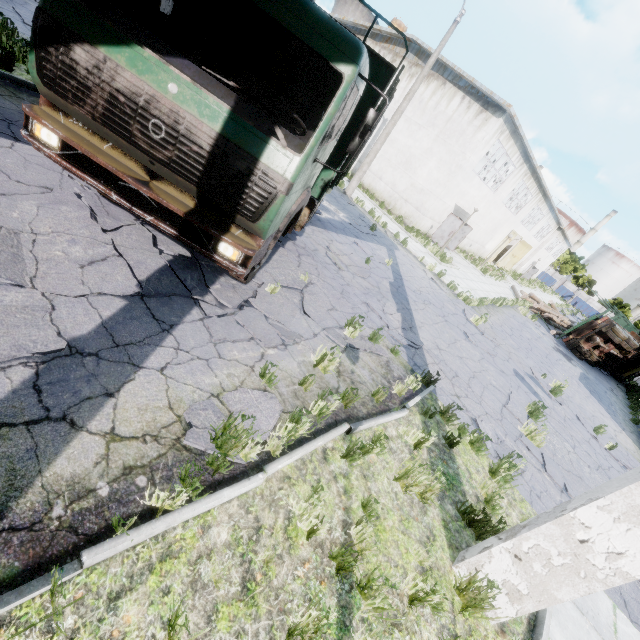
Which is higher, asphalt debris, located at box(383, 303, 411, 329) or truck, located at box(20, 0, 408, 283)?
truck, located at box(20, 0, 408, 283)

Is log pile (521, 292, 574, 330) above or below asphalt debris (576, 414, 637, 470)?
above

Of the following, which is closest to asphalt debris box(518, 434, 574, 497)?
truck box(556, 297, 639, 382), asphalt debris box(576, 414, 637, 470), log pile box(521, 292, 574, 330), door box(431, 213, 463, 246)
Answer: asphalt debris box(576, 414, 637, 470)

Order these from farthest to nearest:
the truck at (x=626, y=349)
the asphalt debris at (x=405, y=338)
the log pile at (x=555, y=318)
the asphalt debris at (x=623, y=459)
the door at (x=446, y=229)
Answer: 1. the log pile at (x=555, y=318)
2. the door at (x=446, y=229)
3. the truck at (x=626, y=349)
4. the asphalt debris at (x=623, y=459)
5. the asphalt debris at (x=405, y=338)

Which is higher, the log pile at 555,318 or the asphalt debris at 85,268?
A: the log pile at 555,318

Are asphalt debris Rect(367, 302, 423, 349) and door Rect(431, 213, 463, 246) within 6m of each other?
no

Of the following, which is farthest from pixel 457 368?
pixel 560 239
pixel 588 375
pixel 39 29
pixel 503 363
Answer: pixel 560 239

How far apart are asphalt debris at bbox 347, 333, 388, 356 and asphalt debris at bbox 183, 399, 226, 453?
2.10m
